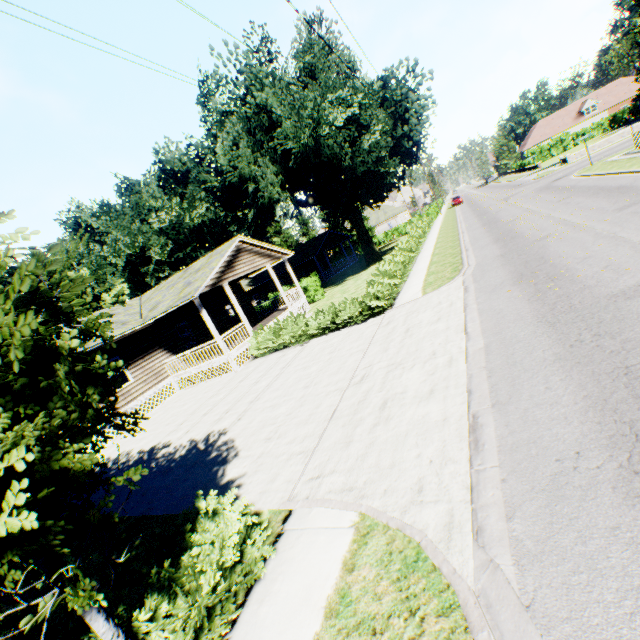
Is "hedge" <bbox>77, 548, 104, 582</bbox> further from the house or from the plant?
the plant

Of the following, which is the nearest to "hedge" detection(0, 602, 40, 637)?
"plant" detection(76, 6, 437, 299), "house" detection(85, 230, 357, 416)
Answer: "house" detection(85, 230, 357, 416)

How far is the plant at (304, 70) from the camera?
23.2m

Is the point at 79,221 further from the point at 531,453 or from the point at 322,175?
the point at 531,453

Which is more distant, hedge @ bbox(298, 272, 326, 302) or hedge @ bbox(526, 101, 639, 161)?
hedge @ bbox(526, 101, 639, 161)

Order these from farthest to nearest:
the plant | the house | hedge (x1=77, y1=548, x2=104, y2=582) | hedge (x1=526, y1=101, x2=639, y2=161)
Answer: hedge (x1=526, y1=101, x2=639, y2=161) → the plant → the house → hedge (x1=77, y1=548, x2=104, y2=582)

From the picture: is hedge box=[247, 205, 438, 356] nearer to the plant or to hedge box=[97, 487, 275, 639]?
hedge box=[97, 487, 275, 639]

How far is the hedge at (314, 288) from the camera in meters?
27.2 m
